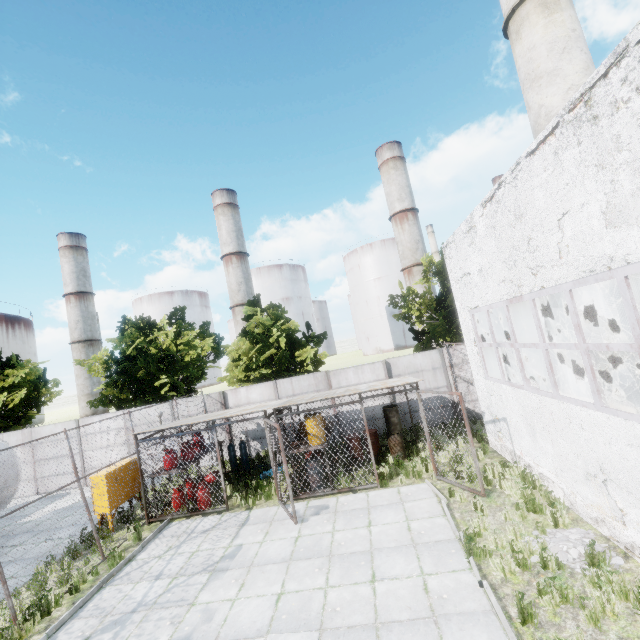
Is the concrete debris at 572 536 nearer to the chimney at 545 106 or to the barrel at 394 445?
the barrel at 394 445

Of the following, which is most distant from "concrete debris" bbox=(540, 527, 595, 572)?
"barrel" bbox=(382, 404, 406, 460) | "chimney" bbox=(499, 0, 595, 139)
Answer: "chimney" bbox=(499, 0, 595, 139)

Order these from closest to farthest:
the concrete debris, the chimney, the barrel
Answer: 1. the concrete debris
2. the barrel
3. the chimney

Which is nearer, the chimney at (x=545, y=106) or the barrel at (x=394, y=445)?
the barrel at (x=394, y=445)

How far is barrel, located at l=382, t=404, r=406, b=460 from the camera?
12.63m

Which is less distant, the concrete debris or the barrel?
the concrete debris

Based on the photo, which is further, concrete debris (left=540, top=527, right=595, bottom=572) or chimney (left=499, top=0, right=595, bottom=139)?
chimney (left=499, top=0, right=595, bottom=139)

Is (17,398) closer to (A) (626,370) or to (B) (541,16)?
(A) (626,370)
